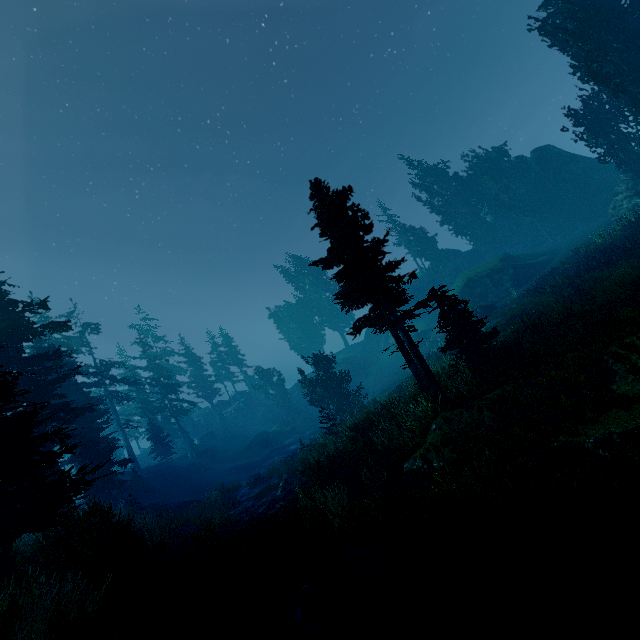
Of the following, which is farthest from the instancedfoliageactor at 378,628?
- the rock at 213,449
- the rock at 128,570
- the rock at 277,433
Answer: the rock at 277,433

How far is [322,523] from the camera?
9.39m

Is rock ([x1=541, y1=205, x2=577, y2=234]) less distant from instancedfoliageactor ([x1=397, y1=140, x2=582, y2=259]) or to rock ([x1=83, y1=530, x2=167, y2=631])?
instancedfoliageactor ([x1=397, y1=140, x2=582, y2=259])

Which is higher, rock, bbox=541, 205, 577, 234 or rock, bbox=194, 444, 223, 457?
rock, bbox=541, 205, 577, 234

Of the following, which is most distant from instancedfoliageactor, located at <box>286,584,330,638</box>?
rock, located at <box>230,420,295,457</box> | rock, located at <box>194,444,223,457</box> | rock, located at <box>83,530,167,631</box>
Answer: rock, located at <box>230,420,295,457</box>

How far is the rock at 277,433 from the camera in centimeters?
4556cm

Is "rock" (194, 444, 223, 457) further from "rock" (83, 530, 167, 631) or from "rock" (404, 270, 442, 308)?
"rock" (83, 530, 167, 631)
